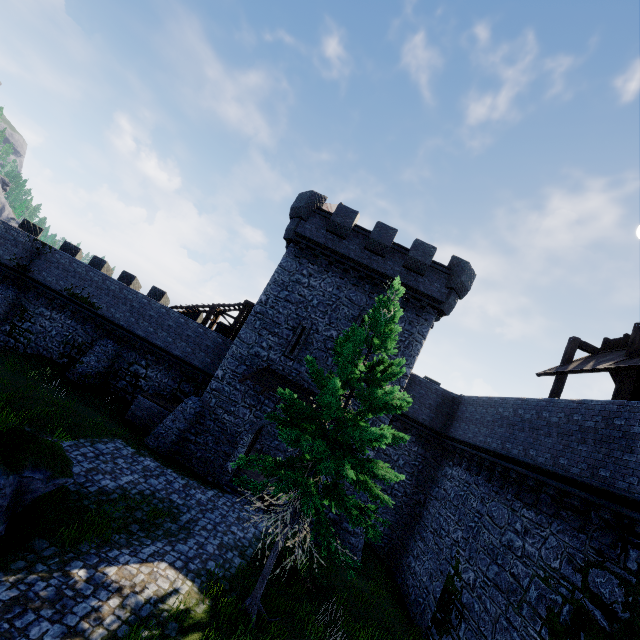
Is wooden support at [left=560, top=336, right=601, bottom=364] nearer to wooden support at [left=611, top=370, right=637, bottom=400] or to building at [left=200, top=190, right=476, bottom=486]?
wooden support at [left=611, top=370, right=637, bottom=400]

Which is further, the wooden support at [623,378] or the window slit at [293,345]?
the window slit at [293,345]

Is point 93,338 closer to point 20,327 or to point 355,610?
point 20,327

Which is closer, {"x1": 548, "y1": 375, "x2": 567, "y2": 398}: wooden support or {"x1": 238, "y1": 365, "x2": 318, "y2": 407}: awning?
{"x1": 548, "y1": 375, "x2": 567, "y2": 398}: wooden support

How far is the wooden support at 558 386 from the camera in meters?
13.2

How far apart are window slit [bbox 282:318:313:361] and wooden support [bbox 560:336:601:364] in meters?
11.6 m

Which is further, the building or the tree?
the building

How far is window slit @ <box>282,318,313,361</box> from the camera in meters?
18.2 m
